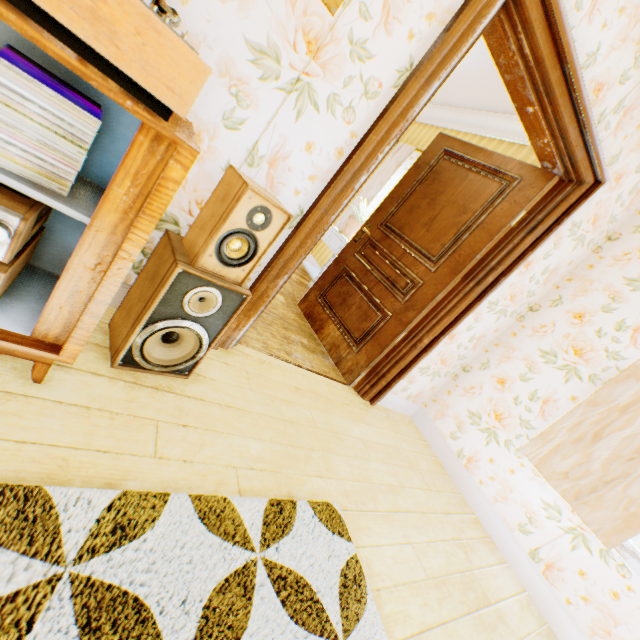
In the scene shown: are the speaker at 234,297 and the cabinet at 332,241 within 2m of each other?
no

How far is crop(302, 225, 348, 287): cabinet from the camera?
4.4 meters

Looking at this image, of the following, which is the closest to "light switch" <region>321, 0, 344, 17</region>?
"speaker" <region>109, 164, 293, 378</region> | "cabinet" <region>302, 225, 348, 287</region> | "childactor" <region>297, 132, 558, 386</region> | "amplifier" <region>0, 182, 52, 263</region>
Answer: "speaker" <region>109, 164, 293, 378</region>

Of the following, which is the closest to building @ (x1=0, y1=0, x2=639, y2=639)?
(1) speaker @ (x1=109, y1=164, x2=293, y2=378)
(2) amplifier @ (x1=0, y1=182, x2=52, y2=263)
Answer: (1) speaker @ (x1=109, y1=164, x2=293, y2=378)

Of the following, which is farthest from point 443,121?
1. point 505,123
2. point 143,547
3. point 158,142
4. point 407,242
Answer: point 143,547

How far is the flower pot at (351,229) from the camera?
4.5m

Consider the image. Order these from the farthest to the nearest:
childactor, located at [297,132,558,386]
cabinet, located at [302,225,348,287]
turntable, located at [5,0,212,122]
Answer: cabinet, located at [302,225,348,287] < childactor, located at [297,132,558,386] < turntable, located at [5,0,212,122]

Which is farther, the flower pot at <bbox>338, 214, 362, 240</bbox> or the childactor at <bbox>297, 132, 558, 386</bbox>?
the flower pot at <bbox>338, 214, 362, 240</bbox>
